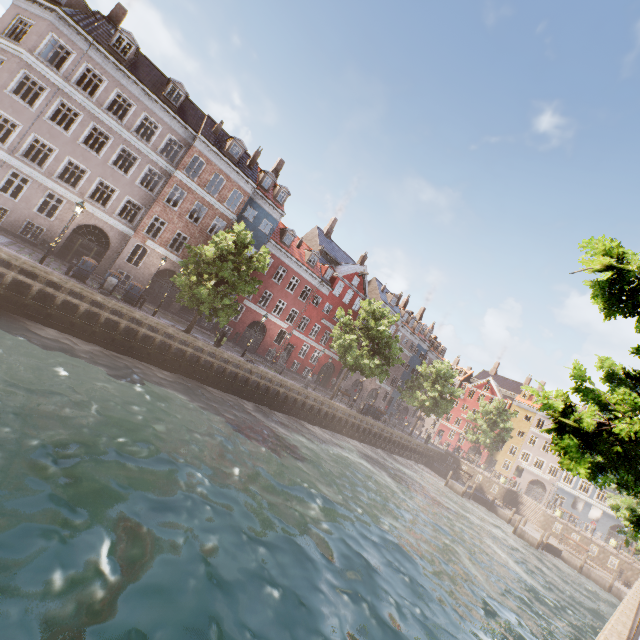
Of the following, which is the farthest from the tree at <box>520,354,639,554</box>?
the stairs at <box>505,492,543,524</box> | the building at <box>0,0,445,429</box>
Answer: the stairs at <box>505,492,543,524</box>

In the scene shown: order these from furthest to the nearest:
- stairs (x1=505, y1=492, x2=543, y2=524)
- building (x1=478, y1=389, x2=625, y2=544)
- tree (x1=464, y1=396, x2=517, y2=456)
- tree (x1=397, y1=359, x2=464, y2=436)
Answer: tree (x1=464, y1=396, x2=517, y2=456)
building (x1=478, y1=389, x2=625, y2=544)
tree (x1=397, y1=359, x2=464, y2=436)
stairs (x1=505, y1=492, x2=543, y2=524)

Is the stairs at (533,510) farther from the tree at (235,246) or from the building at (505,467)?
the building at (505,467)

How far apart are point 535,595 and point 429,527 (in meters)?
5.79

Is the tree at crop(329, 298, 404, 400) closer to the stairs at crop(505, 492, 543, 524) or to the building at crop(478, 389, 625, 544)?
the building at crop(478, 389, 625, 544)

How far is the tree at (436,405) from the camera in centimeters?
3884cm

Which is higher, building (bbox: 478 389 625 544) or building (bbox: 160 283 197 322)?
building (bbox: 478 389 625 544)
